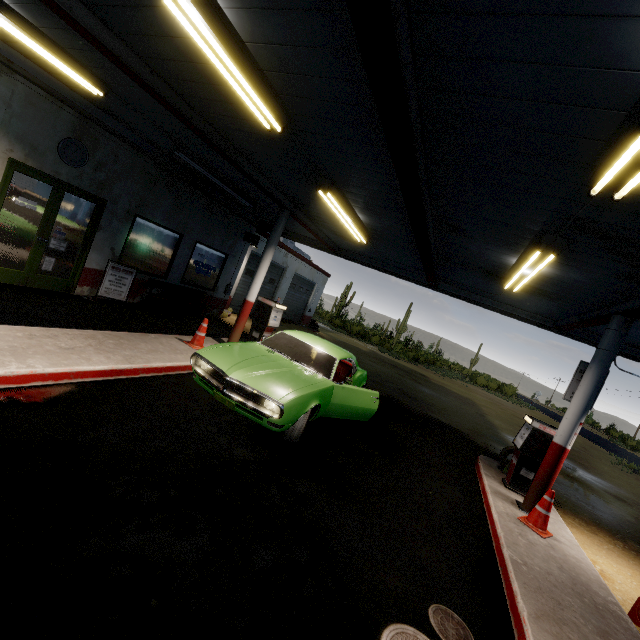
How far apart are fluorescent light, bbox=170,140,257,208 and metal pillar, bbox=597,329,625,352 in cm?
884

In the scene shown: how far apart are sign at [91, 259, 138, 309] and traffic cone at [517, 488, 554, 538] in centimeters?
1000cm

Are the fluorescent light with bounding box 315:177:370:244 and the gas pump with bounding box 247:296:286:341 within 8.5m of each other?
yes

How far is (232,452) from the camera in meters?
4.3

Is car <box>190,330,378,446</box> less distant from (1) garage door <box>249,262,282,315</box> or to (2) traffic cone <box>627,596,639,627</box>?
(2) traffic cone <box>627,596,639,627</box>

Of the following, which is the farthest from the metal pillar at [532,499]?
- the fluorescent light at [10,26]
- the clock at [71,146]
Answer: the clock at [71,146]

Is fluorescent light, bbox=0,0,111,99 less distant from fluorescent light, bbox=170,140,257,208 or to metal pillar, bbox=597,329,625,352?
fluorescent light, bbox=170,140,257,208

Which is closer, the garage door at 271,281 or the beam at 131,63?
the beam at 131,63
